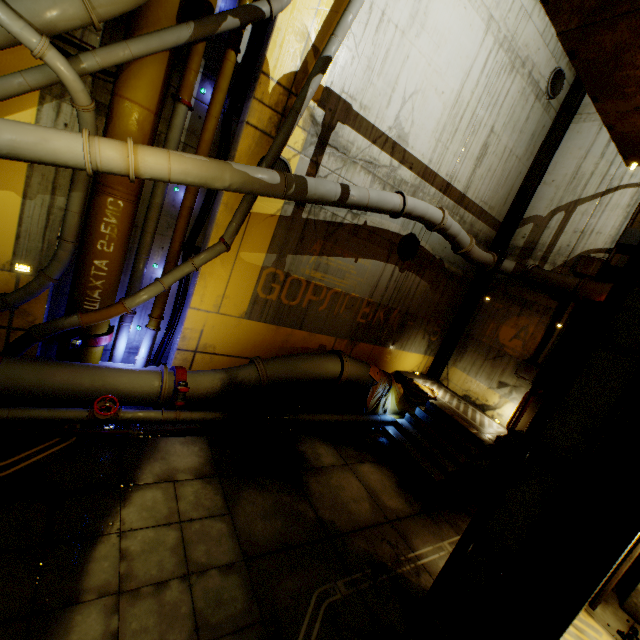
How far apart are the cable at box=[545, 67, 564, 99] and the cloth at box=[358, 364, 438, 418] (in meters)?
9.94

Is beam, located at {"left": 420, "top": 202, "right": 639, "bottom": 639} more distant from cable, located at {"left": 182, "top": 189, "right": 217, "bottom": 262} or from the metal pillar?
cable, located at {"left": 182, "top": 189, "right": 217, "bottom": 262}

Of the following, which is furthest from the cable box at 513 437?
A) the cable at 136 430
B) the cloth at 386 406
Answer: the cloth at 386 406

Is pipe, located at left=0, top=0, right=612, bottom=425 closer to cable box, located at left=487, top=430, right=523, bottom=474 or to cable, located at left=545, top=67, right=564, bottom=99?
cable box, located at left=487, top=430, right=523, bottom=474

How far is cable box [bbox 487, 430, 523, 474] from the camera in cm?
422

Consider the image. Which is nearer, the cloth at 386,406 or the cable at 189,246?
the cable at 189,246

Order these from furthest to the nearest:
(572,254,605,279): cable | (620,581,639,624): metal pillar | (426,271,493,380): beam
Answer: (426,271,493,380): beam < (572,254,605,279): cable < (620,581,639,624): metal pillar

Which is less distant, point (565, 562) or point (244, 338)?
point (565, 562)
